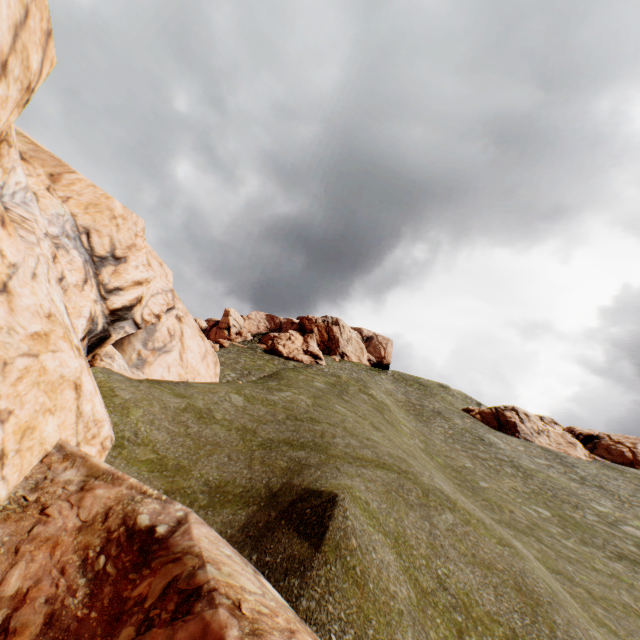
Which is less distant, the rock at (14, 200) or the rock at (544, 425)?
the rock at (14, 200)

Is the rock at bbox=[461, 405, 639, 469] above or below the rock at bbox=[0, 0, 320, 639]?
above

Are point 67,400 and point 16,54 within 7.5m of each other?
yes

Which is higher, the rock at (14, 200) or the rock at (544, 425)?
the rock at (544, 425)

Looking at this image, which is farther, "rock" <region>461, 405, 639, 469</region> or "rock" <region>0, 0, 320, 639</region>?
"rock" <region>461, 405, 639, 469</region>
